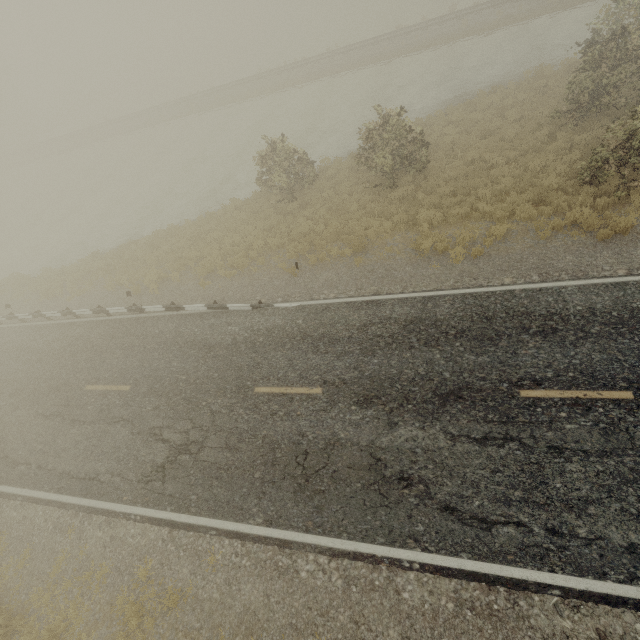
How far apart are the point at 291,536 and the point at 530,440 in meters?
5.9 m
